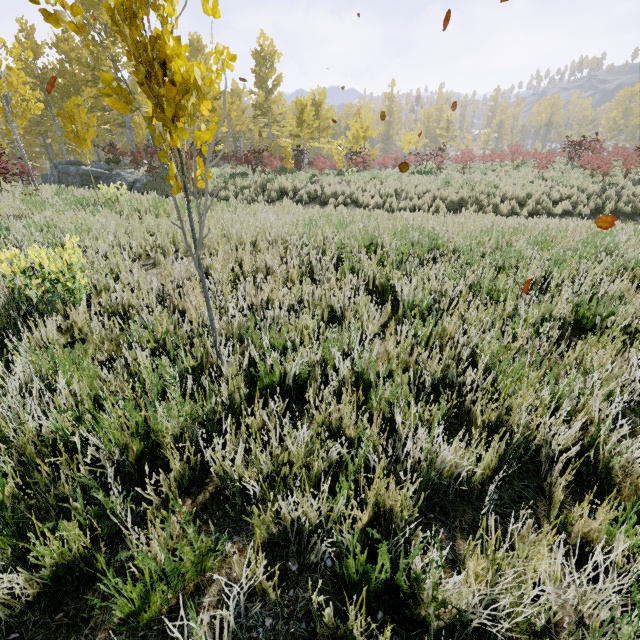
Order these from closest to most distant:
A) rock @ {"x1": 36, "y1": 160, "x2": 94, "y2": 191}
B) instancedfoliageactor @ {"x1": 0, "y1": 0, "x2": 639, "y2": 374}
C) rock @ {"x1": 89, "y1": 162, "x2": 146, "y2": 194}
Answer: instancedfoliageactor @ {"x1": 0, "y1": 0, "x2": 639, "y2": 374} < rock @ {"x1": 89, "y1": 162, "x2": 146, "y2": 194} < rock @ {"x1": 36, "y1": 160, "x2": 94, "y2": 191}

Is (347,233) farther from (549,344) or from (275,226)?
(549,344)

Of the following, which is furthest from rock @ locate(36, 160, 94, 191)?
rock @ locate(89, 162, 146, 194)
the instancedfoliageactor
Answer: rock @ locate(89, 162, 146, 194)

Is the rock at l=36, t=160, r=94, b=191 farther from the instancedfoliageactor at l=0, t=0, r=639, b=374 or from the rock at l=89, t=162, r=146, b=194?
the rock at l=89, t=162, r=146, b=194

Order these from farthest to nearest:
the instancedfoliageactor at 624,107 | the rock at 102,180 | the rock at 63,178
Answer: the rock at 63,178 < the rock at 102,180 < the instancedfoliageactor at 624,107

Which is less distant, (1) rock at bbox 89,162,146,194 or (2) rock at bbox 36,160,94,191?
(1) rock at bbox 89,162,146,194

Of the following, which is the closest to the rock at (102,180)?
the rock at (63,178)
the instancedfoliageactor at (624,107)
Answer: the rock at (63,178)
